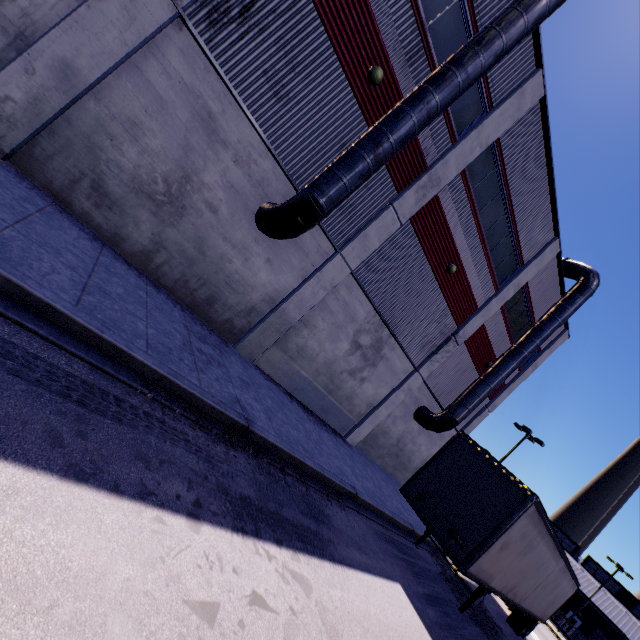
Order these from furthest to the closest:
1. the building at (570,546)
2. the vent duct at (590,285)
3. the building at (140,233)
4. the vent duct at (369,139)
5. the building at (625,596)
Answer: the building at (570,546), the building at (625,596), the vent duct at (590,285), the vent duct at (369,139), the building at (140,233)

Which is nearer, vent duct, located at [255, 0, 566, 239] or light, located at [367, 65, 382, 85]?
vent duct, located at [255, 0, 566, 239]

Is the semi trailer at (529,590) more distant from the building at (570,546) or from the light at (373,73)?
the light at (373,73)

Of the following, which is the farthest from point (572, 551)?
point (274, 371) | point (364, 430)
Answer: point (274, 371)

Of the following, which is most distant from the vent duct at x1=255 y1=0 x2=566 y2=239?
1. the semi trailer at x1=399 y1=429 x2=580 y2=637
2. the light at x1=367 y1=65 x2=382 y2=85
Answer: the semi trailer at x1=399 y1=429 x2=580 y2=637

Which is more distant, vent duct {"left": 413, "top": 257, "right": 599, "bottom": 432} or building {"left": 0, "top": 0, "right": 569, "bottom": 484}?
vent duct {"left": 413, "top": 257, "right": 599, "bottom": 432}

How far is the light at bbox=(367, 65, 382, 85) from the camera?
9.16m

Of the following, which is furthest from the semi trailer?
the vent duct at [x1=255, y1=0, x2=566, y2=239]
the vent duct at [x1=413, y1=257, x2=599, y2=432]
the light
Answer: the light
